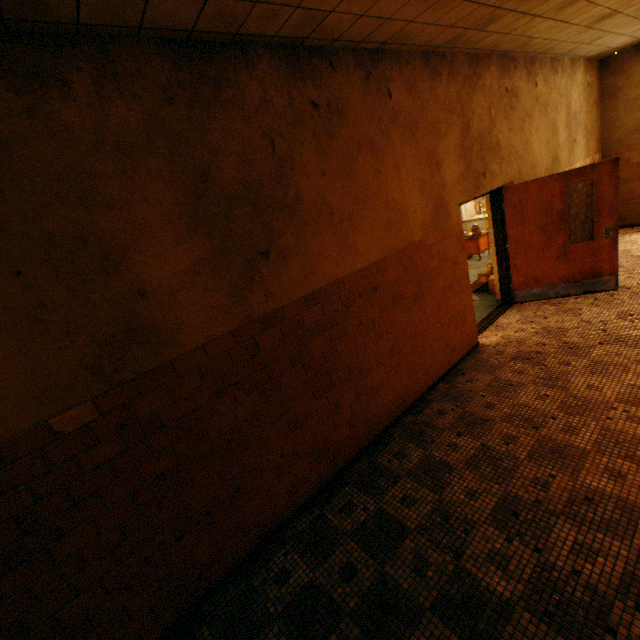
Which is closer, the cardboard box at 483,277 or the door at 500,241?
the door at 500,241

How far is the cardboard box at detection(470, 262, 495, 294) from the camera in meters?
6.8

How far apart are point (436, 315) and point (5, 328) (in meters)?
4.17

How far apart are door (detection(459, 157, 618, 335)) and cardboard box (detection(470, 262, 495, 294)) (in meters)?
0.45

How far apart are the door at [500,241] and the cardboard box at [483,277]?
0.5m

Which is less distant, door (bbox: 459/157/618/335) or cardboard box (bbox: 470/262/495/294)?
door (bbox: 459/157/618/335)

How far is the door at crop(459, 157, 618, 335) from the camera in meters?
5.0
